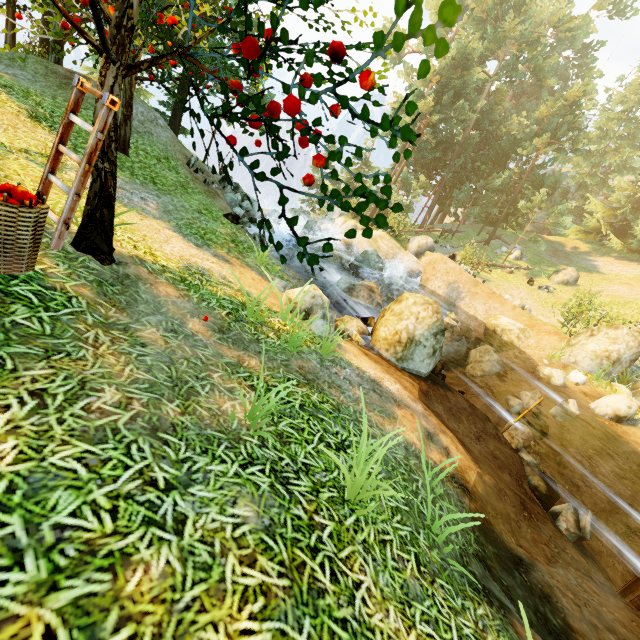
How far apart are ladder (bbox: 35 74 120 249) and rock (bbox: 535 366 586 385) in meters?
15.9

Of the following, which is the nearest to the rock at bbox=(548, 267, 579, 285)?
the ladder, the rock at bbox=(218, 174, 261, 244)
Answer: the rock at bbox=(218, 174, 261, 244)

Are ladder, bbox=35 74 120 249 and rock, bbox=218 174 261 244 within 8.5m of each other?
no

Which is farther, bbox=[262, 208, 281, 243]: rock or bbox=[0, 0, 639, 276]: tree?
bbox=[262, 208, 281, 243]: rock

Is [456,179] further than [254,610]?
Yes

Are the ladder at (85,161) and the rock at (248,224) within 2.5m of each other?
no

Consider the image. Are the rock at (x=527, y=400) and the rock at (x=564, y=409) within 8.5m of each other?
yes

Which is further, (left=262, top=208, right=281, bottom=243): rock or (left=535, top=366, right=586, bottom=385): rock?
(left=262, top=208, right=281, bottom=243): rock
